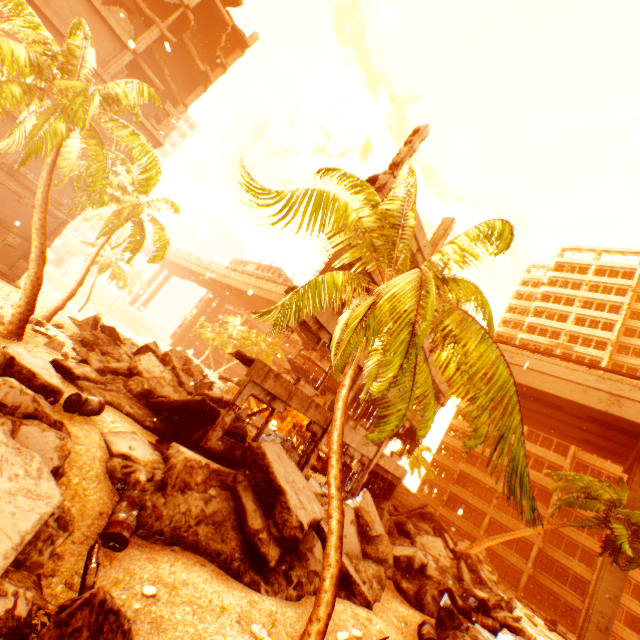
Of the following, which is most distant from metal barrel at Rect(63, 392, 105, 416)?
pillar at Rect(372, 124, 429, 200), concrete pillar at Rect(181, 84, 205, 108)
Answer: concrete pillar at Rect(181, 84, 205, 108)

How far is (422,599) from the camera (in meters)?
11.52

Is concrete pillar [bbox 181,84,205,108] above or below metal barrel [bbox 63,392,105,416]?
above

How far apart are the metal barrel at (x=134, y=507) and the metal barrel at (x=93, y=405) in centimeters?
223cm

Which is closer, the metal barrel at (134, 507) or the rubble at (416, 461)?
the metal barrel at (134, 507)

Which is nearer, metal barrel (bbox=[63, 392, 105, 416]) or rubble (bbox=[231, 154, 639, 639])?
rubble (bbox=[231, 154, 639, 639])

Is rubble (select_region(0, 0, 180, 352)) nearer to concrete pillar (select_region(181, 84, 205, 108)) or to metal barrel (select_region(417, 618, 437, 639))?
metal barrel (select_region(417, 618, 437, 639))

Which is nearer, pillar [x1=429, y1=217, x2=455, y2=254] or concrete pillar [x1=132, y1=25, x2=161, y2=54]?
pillar [x1=429, y1=217, x2=455, y2=254]
